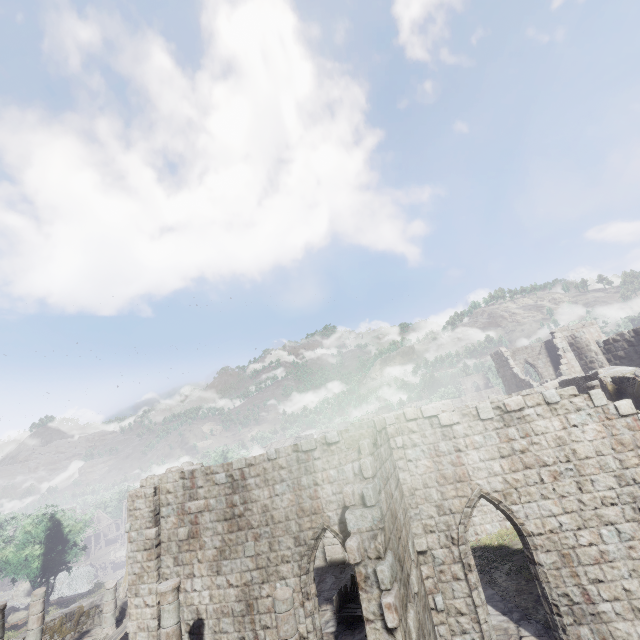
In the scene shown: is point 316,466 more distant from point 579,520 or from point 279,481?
point 579,520

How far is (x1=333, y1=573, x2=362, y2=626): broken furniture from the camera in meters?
12.3 m

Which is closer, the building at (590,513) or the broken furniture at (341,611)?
the building at (590,513)

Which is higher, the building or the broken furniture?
the building

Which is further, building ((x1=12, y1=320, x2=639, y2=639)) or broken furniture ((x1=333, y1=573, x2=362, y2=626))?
broken furniture ((x1=333, y1=573, x2=362, y2=626))

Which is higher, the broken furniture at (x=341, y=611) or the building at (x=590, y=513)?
the building at (x=590, y=513)
